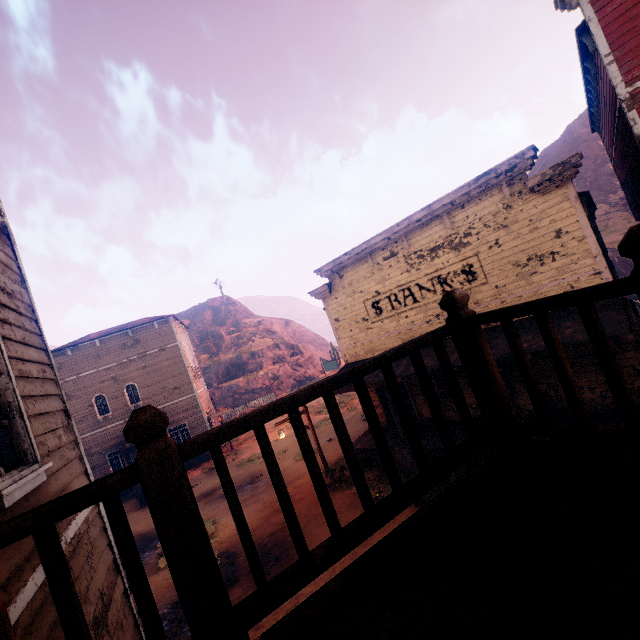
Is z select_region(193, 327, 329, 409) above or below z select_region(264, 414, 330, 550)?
above

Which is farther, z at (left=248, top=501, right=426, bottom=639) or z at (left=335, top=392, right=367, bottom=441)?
z at (left=335, top=392, right=367, bottom=441)

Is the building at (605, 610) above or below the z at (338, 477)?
above

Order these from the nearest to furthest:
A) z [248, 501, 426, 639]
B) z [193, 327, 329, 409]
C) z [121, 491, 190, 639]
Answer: z [248, 501, 426, 639]
z [121, 491, 190, 639]
z [193, 327, 329, 409]

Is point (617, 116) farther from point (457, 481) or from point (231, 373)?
point (231, 373)

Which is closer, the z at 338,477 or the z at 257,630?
the z at 257,630

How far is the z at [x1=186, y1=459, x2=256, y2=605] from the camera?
9.4m
